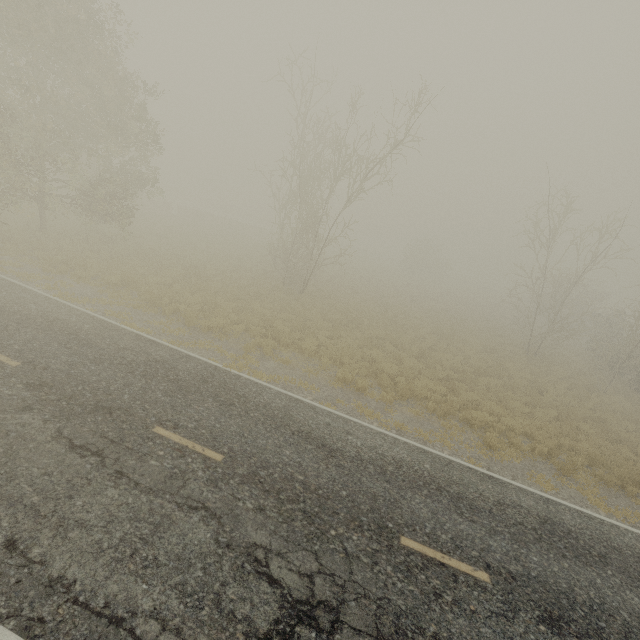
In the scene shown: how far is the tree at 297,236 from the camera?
17.14m

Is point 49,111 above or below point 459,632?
above

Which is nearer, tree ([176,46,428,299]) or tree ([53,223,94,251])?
tree ([176,46,428,299])

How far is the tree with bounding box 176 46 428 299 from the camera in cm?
1714

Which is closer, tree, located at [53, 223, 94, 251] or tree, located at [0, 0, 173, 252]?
tree, located at [0, 0, 173, 252]

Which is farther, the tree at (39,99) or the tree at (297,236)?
the tree at (297,236)

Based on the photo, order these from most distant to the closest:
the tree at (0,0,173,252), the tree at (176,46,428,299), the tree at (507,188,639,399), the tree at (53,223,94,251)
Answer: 1. the tree at (507,188,639,399)
2. the tree at (53,223,94,251)
3. the tree at (176,46,428,299)
4. the tree at (0,0,173,252)
